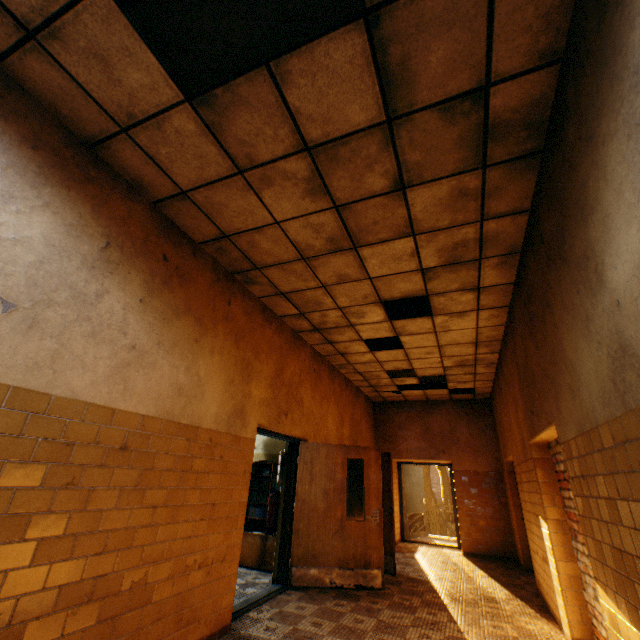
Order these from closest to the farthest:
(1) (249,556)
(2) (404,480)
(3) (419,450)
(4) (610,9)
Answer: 1. (4) (610,9)
2. (1) (249,556)
3. (3) (419,450)
4. (2) (404,480)

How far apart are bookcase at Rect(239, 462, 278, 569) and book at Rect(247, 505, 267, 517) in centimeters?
1cm

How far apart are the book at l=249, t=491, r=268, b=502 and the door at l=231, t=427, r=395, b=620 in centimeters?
63cm

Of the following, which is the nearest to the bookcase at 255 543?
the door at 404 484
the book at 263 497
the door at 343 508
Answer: the book at 263 497

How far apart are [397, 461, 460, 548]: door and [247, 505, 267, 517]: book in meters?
5.6

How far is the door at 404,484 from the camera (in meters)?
9.46

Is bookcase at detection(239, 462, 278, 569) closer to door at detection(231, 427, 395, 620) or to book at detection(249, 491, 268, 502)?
book at detection(249, 491, 268, 502)

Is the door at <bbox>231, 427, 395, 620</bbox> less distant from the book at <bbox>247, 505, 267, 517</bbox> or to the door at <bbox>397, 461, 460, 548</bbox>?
the book at <bbox>247, 505, 267, 517</bbox>
